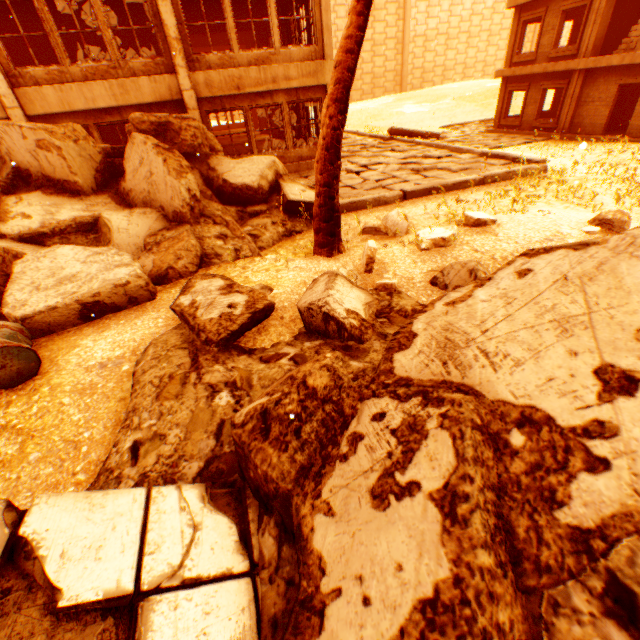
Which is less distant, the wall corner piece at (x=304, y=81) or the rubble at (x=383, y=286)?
the rubble at (x=383, y=286)

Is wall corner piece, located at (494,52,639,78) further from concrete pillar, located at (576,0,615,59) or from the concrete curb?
the concrete curb

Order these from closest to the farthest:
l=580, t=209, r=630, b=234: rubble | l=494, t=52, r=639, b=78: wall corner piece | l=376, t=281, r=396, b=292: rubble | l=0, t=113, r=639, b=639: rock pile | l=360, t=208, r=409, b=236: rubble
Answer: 1. l=0, t=113, r=639, b=639: rock pile
2. l=376, t=281, r=396, b=292: rubble
3. l=580, t=209, r=630, b=234: rubble
4. l=360, t=208, r=409, b=236: rubble
5. l=494, t=52, r=639, b=78: wall corner piece

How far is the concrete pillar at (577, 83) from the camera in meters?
15.5 m

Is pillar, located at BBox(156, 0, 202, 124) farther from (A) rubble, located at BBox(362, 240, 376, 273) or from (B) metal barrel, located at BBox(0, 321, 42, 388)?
(B) metal barrel, located at BBox(0, 321, 42, 388)

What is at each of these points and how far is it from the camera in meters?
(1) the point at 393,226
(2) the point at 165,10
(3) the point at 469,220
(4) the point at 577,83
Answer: (1) rubble, 7.0 m
(2) pillar, 9.3 m
(3) rubble, 5.8 m
(4) concrete pillar, 15.7 m

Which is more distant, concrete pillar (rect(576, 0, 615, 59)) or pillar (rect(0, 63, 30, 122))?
concrete pillar (rect(576, 0, 615, 59))

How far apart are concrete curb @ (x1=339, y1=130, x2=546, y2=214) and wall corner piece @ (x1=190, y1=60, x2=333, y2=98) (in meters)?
5.54
